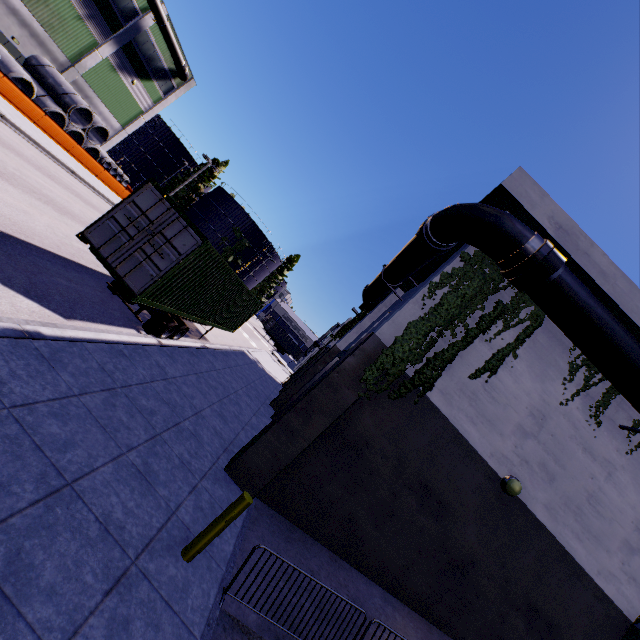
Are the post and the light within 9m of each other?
yes

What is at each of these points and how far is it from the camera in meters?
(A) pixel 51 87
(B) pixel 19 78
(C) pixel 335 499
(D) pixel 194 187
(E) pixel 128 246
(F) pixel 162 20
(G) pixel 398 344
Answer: (A) concrete pipe stack, 24.9 m
(B) concrete pipe, 23.1 m
(C) building, 8.2 m
(D) tree, 55.8 m
(E) cargo container door, 8.1 m
(F) pipe, 28.8 m
(G) tree, 8.0 m

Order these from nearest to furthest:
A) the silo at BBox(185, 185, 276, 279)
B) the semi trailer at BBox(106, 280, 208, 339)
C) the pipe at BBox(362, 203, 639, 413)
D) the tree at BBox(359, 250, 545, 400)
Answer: the pipe at BBox(362, 203, 639, 413) < the tree at BBox(359, 250, 545, 400) < the semi trailer at BBox(106, 280, 208, 339) < the silo at BBox(185, 185, 276, 279)

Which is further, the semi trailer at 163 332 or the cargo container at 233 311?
the semi trailer at 163 332

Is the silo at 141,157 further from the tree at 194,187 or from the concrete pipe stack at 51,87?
the concrete pipe stack at 51,87

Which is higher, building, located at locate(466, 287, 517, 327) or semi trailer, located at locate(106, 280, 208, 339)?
building, located at locate(466, 287, 517, 327)

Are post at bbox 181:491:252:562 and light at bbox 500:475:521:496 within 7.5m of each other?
yes

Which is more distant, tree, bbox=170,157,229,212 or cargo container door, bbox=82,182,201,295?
tree, bbox=170,157,229,212
